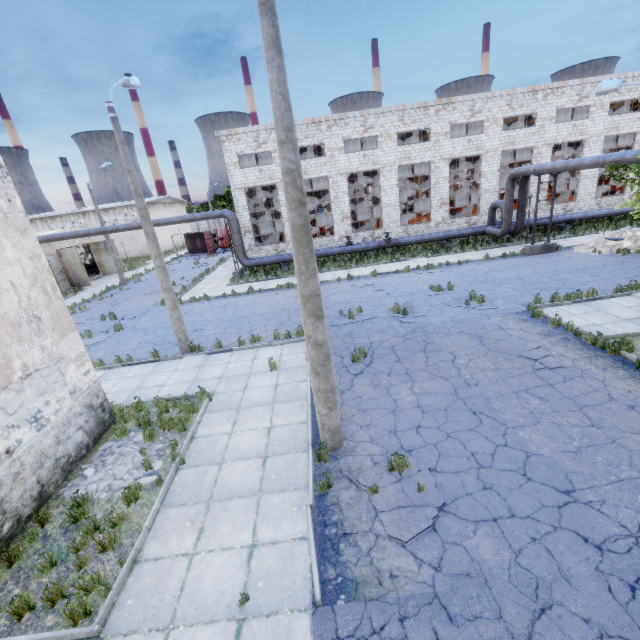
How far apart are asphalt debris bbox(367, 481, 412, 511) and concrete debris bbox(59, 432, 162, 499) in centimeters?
402cm

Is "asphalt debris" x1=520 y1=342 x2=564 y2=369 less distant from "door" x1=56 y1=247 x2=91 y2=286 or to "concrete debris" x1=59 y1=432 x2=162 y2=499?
"concrete debris" x1=59 y1=432 x2=162 y2=499

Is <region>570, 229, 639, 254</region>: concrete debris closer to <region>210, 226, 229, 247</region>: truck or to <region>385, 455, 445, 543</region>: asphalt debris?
<region>385, 455, 445, 543</region>: asphalt debris

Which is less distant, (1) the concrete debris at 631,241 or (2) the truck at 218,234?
(1) the concrete debris at 631,241

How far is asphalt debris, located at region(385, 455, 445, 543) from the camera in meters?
5.2

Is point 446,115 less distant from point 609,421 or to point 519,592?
point 609,421

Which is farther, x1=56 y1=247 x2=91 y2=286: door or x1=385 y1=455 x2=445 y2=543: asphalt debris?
x1=56 y1=247 x2=91 y2=286: door

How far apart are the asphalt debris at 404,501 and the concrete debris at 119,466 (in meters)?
4.02
